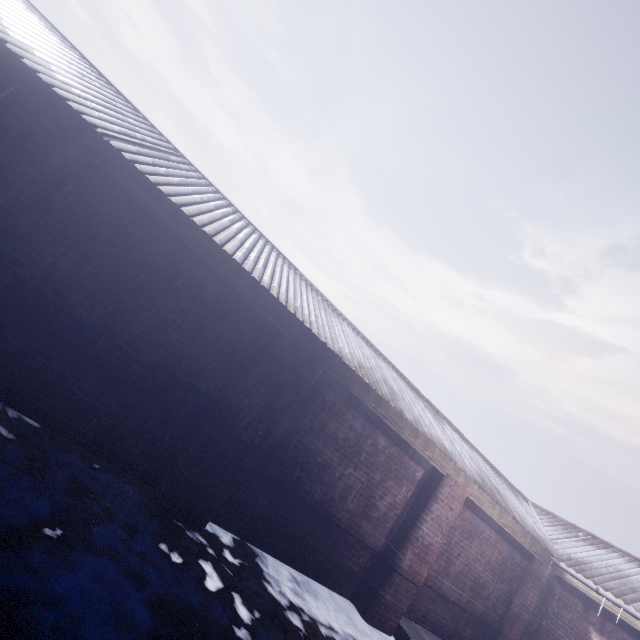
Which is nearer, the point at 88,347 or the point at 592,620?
the point at 88,347
